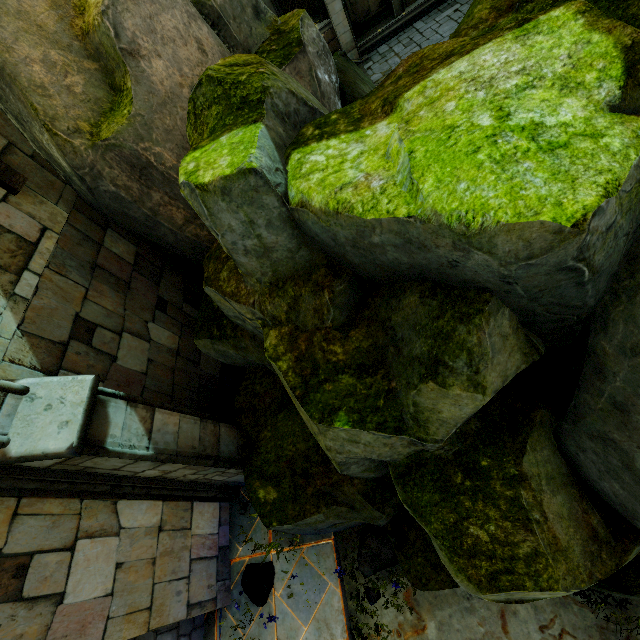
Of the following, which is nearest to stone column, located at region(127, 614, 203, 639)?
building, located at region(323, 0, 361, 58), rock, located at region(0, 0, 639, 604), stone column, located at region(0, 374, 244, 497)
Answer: stone column, located at region(0, 374, 244, 497)

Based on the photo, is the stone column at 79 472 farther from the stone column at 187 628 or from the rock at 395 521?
the stone column at 187 628

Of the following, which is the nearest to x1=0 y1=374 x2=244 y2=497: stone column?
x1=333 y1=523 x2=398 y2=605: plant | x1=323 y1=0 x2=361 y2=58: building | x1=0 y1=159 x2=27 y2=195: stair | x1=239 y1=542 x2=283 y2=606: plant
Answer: x1=239 y1=542 x2=283 y2=606: plant

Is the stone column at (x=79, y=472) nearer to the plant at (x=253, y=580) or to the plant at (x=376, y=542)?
the plant at (x=253, y=580)

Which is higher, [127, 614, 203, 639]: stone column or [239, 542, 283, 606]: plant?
[127, 614, 203, 639]: stone column

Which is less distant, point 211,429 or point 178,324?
point 211,429

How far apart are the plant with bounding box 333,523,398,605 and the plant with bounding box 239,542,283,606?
1.38m

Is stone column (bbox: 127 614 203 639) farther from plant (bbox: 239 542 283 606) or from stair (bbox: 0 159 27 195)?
stair (bbox: 0 159 27 195)
